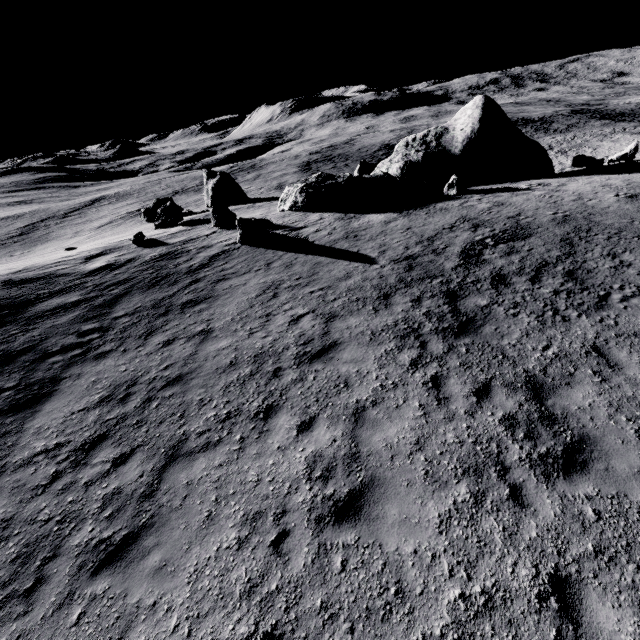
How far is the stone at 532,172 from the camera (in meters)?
22.31

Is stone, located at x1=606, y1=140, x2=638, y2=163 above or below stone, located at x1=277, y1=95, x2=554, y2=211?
below

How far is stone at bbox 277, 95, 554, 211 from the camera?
22.31m

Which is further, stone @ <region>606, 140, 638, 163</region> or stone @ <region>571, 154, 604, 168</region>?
stone @ <region>606, 140, 638, 163</region>

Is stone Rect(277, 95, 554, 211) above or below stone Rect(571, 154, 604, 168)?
above

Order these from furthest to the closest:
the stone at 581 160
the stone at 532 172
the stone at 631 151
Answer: the stone at 631 151 < the stone at 581 160 < the stone at 532 172

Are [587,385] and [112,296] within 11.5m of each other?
no

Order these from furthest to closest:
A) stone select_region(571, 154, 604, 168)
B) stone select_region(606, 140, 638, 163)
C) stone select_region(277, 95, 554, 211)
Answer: stone select_region(606, 140, 638, 163), stone select_region(571, 154, 604, 168), stone select_region(277, 95, 554, 211)
